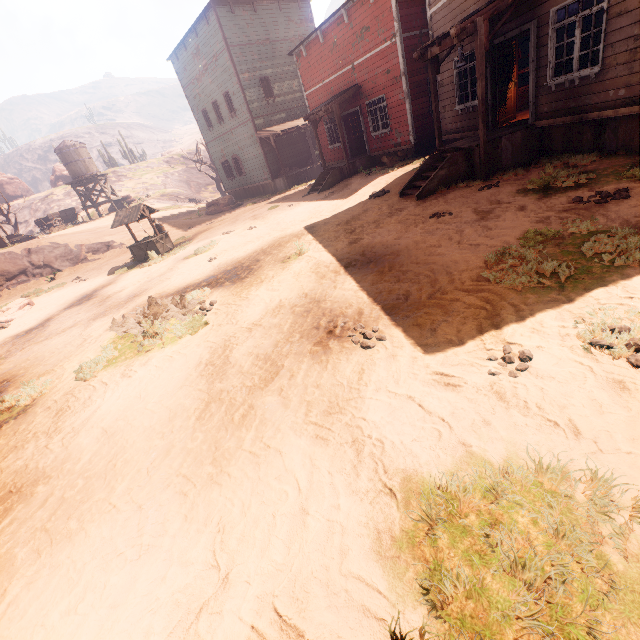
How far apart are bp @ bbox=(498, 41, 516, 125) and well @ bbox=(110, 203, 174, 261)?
14.1m

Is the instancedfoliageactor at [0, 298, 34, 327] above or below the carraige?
below

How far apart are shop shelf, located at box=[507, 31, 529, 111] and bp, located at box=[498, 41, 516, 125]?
2.48m

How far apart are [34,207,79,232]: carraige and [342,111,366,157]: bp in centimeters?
2758cm

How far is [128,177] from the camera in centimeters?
4469cm

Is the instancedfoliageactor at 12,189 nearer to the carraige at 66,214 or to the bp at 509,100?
the carraige at 66,214

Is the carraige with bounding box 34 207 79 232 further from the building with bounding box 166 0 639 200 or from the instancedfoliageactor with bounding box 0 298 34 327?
the instancedfoliageactor with bounding box 0 298 34 327

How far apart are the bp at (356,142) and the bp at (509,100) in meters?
9.1 m
